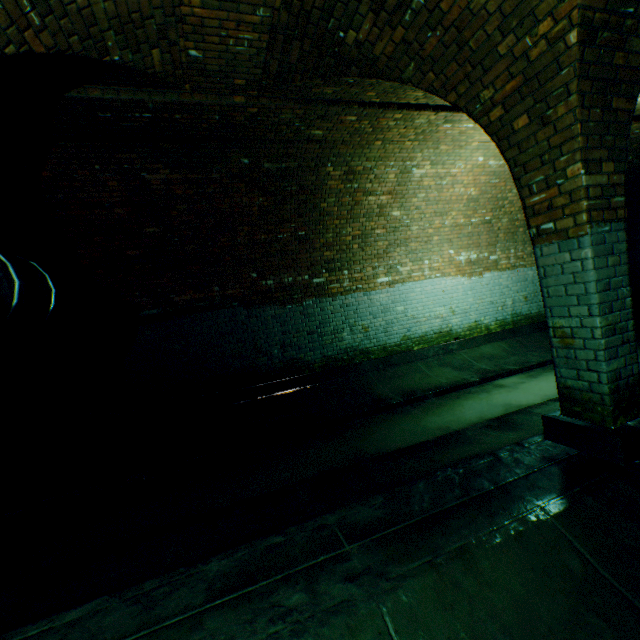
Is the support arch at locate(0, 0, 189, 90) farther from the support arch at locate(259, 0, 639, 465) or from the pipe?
the support arch at locate(259, 0, 639, 465)

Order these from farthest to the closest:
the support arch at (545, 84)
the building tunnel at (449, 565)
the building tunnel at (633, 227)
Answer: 1. the building tunnel at (633, 227)
2. the support arch at (545, 84)
3. the building tunnel at (449, 565)

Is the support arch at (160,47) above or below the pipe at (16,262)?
above

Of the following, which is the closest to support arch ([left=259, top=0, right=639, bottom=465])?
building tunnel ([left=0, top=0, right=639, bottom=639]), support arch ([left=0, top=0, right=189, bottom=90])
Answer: building tunnel ([left=0, top=0, right=639, bottom=639])

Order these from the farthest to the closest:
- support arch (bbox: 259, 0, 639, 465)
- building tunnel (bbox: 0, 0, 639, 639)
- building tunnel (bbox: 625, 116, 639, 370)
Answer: building tunnel (bbox: 625, 116, 639, 370)
support arch (bbox: 259, 0, 639, 465)
building tunnel (bbox: 0, 0, 639, 639)

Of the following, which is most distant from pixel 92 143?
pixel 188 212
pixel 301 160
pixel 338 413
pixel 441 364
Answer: pixel 441 364

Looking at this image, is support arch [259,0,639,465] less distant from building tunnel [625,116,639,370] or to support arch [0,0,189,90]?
building tunnel [625,116,639,370]
